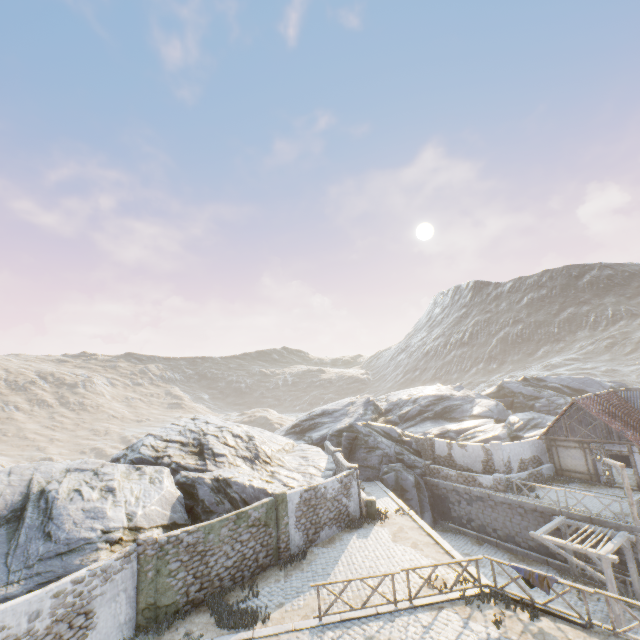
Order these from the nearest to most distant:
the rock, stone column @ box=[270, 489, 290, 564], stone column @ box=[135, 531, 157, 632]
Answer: stone column @ box=[135, 531, 157, 632] < the rock < stone column @ box=[270, 489, 290, 564]

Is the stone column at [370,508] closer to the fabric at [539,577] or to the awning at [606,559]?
the awning at [606,559]

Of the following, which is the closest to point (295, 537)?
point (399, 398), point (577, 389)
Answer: point (399, 398)

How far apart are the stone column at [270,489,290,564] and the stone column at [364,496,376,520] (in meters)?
5.12

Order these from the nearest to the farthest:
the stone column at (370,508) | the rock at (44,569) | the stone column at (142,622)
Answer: the stone column at (142,622), the rock at (44,569), the stone column at (370,508)

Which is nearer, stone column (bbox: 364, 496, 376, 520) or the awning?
the awning

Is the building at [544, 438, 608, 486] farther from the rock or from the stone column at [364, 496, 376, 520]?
the rock

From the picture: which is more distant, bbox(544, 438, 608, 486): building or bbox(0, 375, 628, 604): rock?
bbox(544, 438, 608, 486): building
